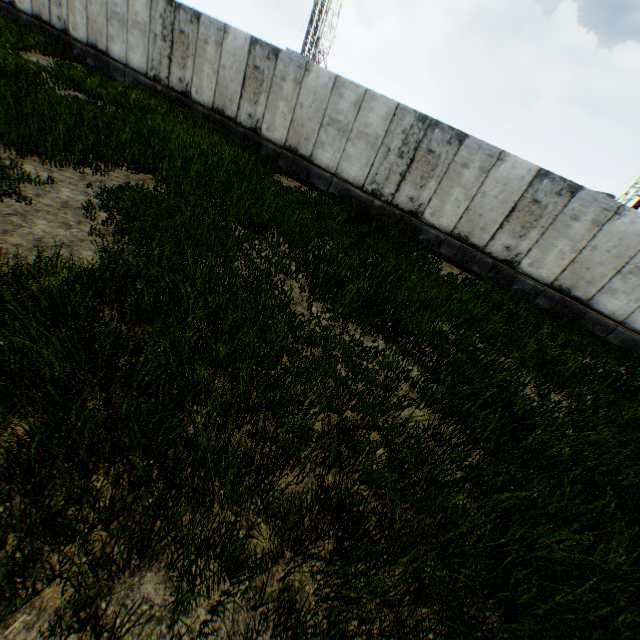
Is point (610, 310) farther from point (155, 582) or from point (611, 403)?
point (155, 582)
